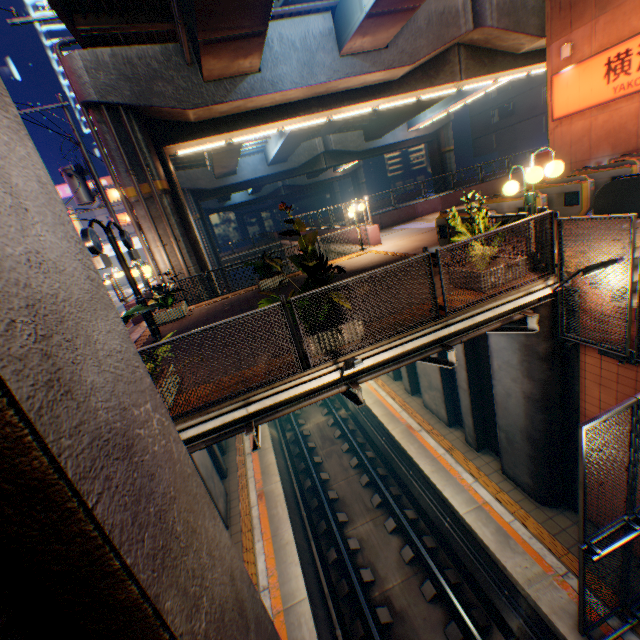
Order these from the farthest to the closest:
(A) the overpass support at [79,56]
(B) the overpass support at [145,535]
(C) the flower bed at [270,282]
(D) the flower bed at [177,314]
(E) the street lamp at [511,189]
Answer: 1. (C) the flower bed at [270,282]
2. (D) the flower bed at [177,314]
3. (A) the overpass support at [79,56]
4. (E) the street lamp at [511,189]
5. (B) the overpass support at [145,535]

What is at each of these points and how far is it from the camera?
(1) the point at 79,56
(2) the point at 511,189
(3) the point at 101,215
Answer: (1) overpass support, 10.5 meters
(2) street lamp, 6.4 meters
(3) building, 40.2 meters

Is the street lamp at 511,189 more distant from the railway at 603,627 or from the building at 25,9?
the building at 25,9

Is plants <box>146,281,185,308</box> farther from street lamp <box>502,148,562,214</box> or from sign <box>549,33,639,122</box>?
sign <box>549,33,639,122</box>

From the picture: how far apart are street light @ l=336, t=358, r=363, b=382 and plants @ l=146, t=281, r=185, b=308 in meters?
7.7

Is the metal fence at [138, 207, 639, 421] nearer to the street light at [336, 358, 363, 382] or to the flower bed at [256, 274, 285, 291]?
the street light at [336, 358, 363, 382]

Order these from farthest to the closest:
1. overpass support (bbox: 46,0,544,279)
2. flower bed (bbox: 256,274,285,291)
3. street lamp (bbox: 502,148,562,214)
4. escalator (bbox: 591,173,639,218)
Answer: flower bed (bbox: 256,274,285,291) → overpass support (bbox: 46,0,544,279) → escalator (bbox: 591,173,639,218) → street lamp (bbox: 502,148,562,214)

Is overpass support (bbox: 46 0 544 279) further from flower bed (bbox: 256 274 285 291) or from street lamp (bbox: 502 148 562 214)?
street lamp (bbox: 502 148 562 214)
